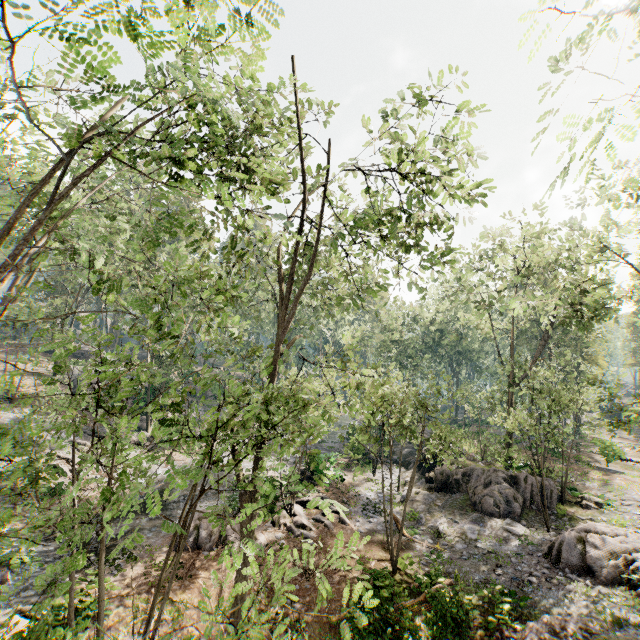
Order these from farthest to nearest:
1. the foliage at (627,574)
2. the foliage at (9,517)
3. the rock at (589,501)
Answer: the rock at (589,501) → the foliage at (627,574) → the foliage at (9,517)

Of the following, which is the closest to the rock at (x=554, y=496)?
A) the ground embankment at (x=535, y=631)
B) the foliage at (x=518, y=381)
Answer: the foliage at (x=518, y=381)

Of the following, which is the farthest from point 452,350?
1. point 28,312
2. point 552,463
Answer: point 28,312

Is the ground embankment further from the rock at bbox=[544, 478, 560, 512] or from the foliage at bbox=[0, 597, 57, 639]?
the rock at bbox=[544, 478, 560, 512]

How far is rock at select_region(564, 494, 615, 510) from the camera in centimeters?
1913cm

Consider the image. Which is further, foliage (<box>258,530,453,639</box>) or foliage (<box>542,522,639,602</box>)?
foliage (<box>542,522,639,602</box>)
